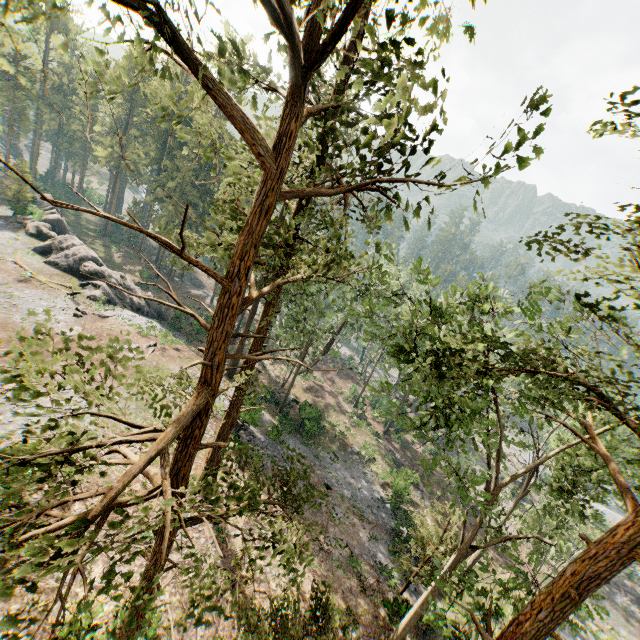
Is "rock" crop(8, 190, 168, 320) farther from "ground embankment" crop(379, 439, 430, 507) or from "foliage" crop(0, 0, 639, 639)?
"ground embankment" crop(379, 439, 430, 507)

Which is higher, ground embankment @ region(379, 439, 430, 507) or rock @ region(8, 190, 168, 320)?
rock @ region(8, 190, 168, 320)

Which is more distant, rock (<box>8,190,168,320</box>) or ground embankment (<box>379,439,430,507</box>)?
rock (<box>8,190,168,320</box>)

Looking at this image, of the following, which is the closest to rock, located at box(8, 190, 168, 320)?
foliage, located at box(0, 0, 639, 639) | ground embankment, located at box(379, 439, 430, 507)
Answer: foliage, located at box(0, 0, 639, 639)

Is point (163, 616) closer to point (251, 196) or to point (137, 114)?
point (251, 196)

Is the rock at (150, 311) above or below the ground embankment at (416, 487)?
above

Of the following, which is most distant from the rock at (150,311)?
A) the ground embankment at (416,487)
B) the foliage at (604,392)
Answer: the ground embankment at (416,487)
